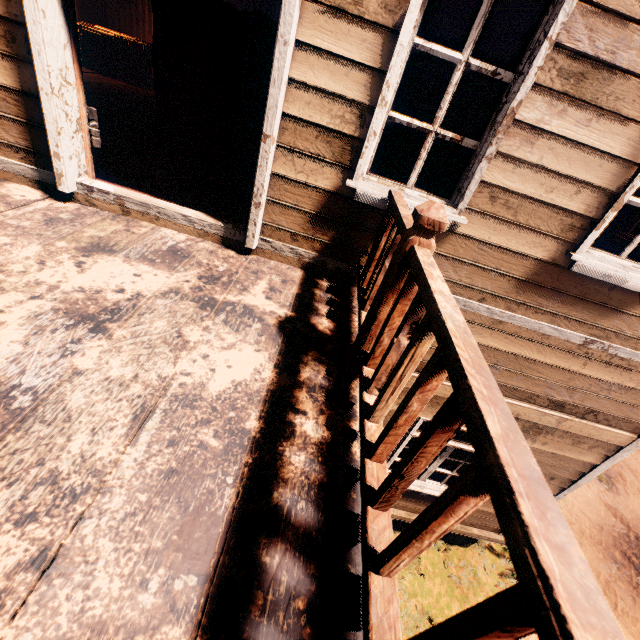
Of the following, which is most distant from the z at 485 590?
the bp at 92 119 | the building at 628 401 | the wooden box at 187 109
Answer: the wooden box at 187 109

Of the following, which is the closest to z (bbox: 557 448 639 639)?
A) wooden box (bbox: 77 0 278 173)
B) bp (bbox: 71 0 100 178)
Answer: bp (bbox: 71 0 100 178)

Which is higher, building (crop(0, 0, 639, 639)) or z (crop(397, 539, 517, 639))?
building (crop(0, 0, 639, 639))

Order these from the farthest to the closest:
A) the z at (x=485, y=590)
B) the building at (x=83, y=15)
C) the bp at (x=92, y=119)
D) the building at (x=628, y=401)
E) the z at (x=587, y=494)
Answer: the building at (x=83, y=15), the z at (x=587, y=494), the z at (x=485, y=590), the bp at (x=92, y=119), the building at (x=628, y=401)

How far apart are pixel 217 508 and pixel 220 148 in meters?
5.0

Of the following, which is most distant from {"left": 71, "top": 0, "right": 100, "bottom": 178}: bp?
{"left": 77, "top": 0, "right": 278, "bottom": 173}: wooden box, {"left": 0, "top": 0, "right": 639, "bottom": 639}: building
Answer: {"left": 77, "top": 0, "right": 278, "bottom": 173}: wooden box

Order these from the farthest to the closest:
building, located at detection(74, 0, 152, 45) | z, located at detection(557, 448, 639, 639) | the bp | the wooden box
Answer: building, located at detection(74, 0, 152, 45) < z, located at detection(557, 448, 639, 639) < the wooden box < the bp

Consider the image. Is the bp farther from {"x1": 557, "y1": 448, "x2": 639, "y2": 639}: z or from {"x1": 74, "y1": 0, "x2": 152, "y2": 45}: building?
{"x1": 557, "y1": 448, "x2": 639, "y2": 639}: z
